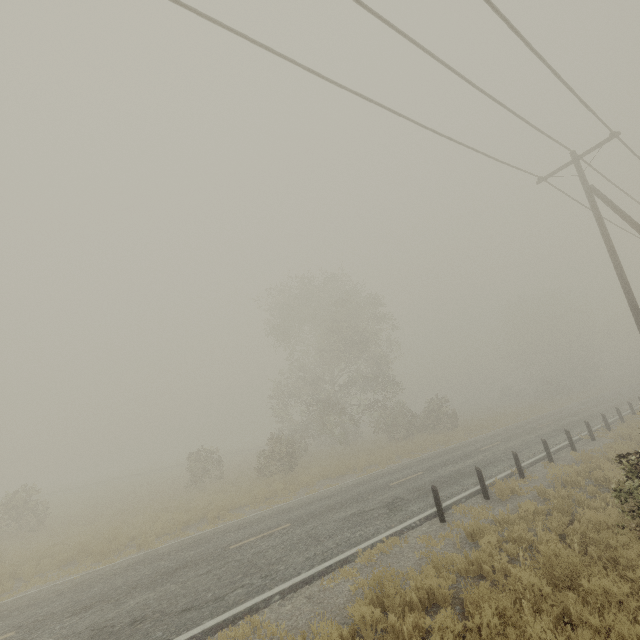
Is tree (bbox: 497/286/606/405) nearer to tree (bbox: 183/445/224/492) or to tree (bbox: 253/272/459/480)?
tree (bbox: 253/272/459/480)

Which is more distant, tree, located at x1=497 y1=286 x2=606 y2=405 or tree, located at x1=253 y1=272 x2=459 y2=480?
tree, located at x1=497 y1=286 x2=606 y2=405

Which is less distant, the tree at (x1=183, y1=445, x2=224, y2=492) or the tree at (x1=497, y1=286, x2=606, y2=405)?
the tree at (x1=183, y1=445, x2=224, y2=492)

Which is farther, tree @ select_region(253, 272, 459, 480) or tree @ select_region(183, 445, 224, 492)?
tree @ select_region(253, 272, 459, 480)

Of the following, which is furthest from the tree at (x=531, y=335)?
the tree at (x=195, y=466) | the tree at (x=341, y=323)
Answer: the tree at (x=195, y=466)

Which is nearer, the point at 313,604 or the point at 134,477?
the point at 313,604

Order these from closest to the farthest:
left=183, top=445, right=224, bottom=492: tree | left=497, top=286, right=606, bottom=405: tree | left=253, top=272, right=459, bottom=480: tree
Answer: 1. left=183, top=445, right=224, bottom=492: tree
2. left=253, top=272, right=459, bottom=480: tree
3. left=497, top=286, right=606, bottom=405: tree

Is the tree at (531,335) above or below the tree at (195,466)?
above
